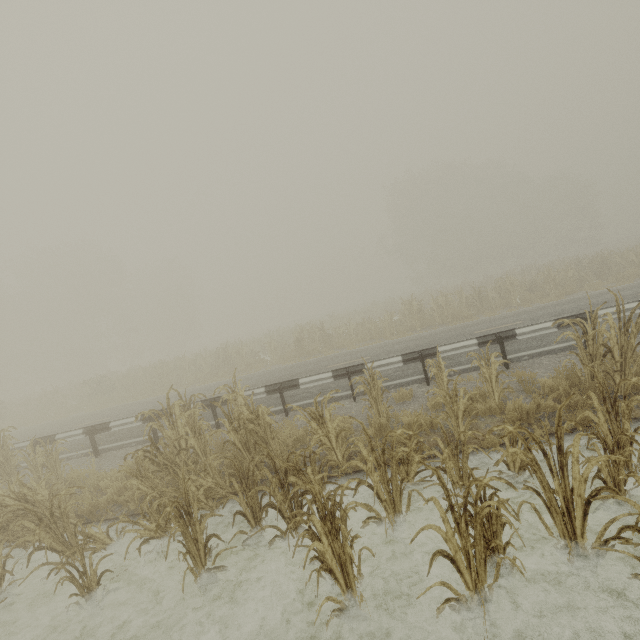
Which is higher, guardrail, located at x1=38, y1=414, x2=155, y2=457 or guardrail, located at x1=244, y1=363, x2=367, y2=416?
guardrail, located at x1=38, y1=414, x2=155, y2=457

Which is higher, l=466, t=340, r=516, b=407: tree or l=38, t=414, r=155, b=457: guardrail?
l=38, t=414, r=155, b=457: guardrail

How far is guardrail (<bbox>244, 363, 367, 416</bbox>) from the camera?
9.0m

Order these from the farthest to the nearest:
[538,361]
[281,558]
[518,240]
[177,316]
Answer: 1. [177,316]
2. [518,240]
3. [538,361]
4. [281,558]

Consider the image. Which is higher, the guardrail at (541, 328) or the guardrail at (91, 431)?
the guardrail at (91, 431)

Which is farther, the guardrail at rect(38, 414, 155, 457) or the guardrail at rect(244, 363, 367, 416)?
the guardrail at rect(38, 414, 155, 457)

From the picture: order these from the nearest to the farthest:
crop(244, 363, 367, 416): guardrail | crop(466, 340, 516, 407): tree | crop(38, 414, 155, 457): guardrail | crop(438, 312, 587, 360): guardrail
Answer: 1. crop(466, 340, 516, 407): tree
2. crop(438, 312, 587, 360): guardrail
3. crop(244, 363, 367, 416): guardrail
4. crop(38, 414, 155, 457): guardrail

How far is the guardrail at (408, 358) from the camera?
8.5 meters
